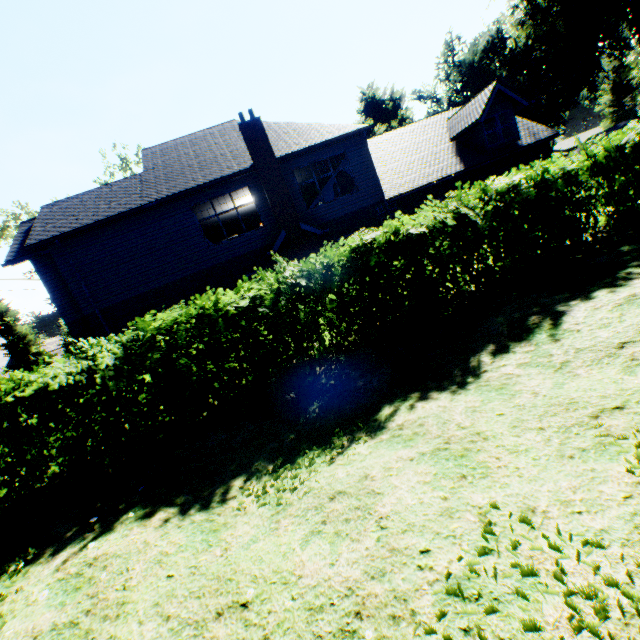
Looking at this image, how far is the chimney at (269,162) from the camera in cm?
1419

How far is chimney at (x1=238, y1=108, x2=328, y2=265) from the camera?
14.2m

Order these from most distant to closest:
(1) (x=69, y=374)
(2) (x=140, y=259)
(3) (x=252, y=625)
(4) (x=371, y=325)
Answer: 1. (2) (x=140, y=259)
2. (4) (x=371, y=325)
3. (1) (x=69, y=374)
4. (3) (x=252, y=625)

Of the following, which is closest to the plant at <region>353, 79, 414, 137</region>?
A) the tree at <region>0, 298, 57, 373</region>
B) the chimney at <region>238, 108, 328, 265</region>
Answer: the tree at <region>0, 298, 57, 373</region>

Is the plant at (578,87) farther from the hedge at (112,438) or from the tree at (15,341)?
the hedge at (112,438)

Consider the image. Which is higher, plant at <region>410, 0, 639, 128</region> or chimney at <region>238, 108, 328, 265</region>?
plant at <region>410, 0, 639, 128</region>

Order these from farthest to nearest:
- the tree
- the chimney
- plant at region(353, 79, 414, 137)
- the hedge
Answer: the tree → plant at region(353, 79, 414, 137) → the chimney → the hedge

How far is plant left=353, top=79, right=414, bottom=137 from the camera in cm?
4312
